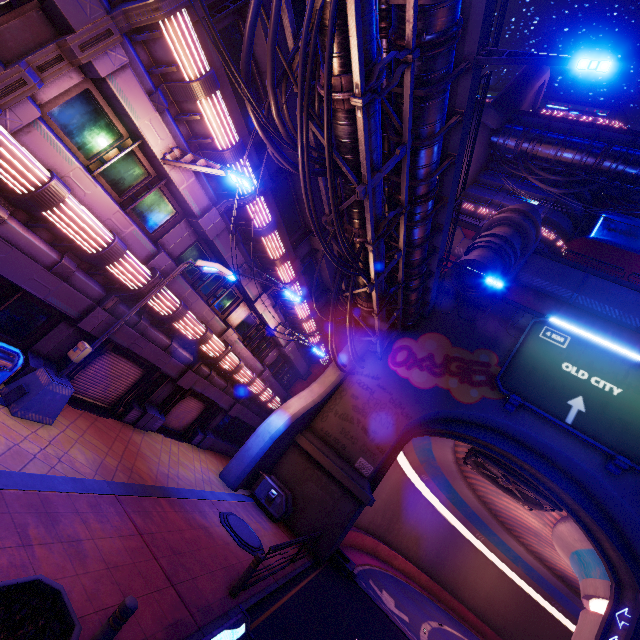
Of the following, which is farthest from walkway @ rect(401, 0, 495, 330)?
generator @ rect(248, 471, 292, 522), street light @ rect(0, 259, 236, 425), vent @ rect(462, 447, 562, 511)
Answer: generator @ rect(248, 471, 292, 522)

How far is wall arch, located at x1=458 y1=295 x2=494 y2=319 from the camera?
21.3 meters

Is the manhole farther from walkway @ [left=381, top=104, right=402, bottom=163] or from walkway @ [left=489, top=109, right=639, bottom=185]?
walkway @ [left=489, top=109, right=639, bottom=185]

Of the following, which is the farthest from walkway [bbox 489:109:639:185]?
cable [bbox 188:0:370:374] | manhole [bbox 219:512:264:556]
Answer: manhole [bbox 219:512:264:556]

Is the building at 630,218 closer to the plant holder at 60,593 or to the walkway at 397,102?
the walkway at 397,102

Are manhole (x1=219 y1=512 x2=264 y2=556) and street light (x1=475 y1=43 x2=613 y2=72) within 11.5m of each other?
no

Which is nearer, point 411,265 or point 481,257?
point 411,265

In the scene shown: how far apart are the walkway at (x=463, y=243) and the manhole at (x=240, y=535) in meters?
23.7
